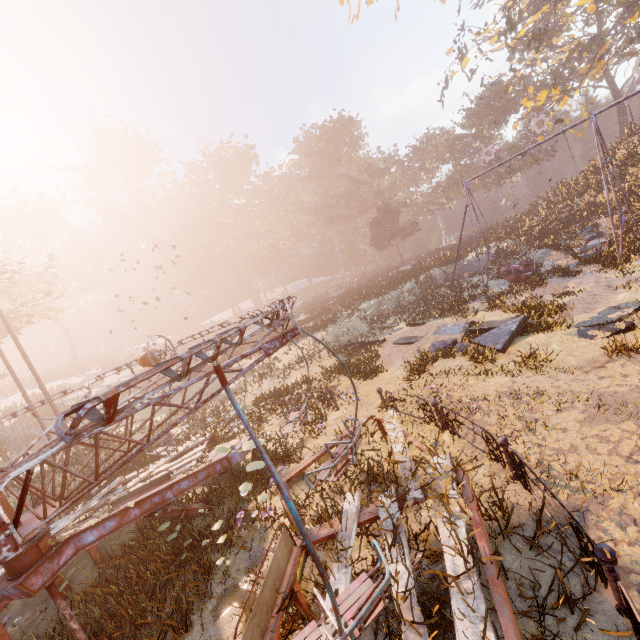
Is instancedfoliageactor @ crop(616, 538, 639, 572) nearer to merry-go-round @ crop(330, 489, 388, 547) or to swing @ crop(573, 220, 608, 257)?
merry-go-round @ crop(330, 489, 388, 547)

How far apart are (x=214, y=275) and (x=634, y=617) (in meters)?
61.55

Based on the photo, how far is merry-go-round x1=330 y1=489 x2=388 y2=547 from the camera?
4.43m

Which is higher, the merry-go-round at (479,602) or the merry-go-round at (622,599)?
the merry-go-round at (479,602)

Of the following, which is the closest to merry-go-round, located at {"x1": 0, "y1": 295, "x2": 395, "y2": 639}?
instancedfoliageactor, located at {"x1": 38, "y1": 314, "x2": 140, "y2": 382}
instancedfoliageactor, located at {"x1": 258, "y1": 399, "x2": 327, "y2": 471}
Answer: instancedfoliageactor, located at {"x1": 258, "y1": 399, "x2": 327, "y2": 471}

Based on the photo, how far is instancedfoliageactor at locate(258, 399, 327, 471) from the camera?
8.20m

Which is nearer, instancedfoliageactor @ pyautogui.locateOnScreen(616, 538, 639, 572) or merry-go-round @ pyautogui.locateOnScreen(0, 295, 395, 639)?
merry-go-round @ pyautogui.locateOnScreen(0, 295, 395, 639)

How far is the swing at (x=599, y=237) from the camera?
15.3m
